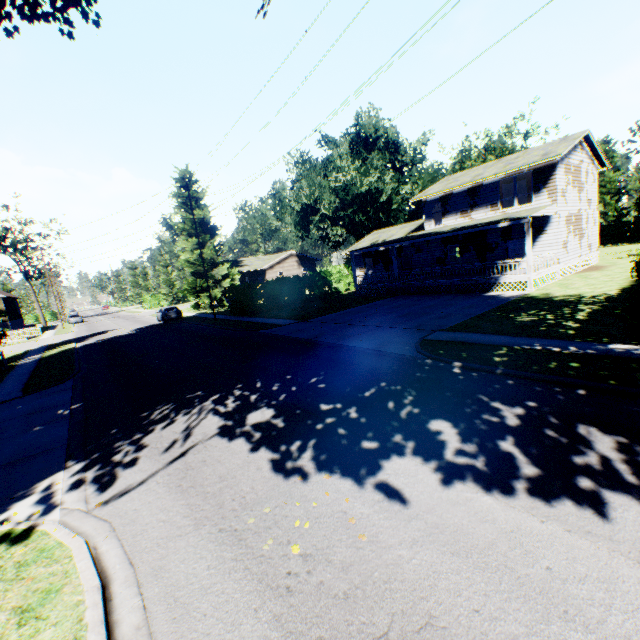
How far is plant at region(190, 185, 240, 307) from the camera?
40.2m

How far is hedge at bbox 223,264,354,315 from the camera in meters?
30.0

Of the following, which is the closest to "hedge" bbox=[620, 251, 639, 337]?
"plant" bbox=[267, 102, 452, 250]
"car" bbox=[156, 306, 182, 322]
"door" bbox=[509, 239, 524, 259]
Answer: "door" bbox=[509, 239, 524, 259]

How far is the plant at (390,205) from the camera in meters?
40.3 m

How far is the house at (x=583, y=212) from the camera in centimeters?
2139cm

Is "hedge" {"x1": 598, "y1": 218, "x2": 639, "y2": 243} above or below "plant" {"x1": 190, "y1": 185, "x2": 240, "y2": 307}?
below

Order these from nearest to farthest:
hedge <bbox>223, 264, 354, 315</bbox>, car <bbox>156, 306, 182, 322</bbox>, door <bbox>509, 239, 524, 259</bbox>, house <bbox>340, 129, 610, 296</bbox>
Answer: house <bbox>340, 129, 610, 296</bbox> < door <bbox>509, 239, 524, 259</bbox> < hedge <bbox>223, 264, 354, 315</bbox> < car <bbox>156, 306, 182, 322</bbox>

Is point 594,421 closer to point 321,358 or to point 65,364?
point 321,358
